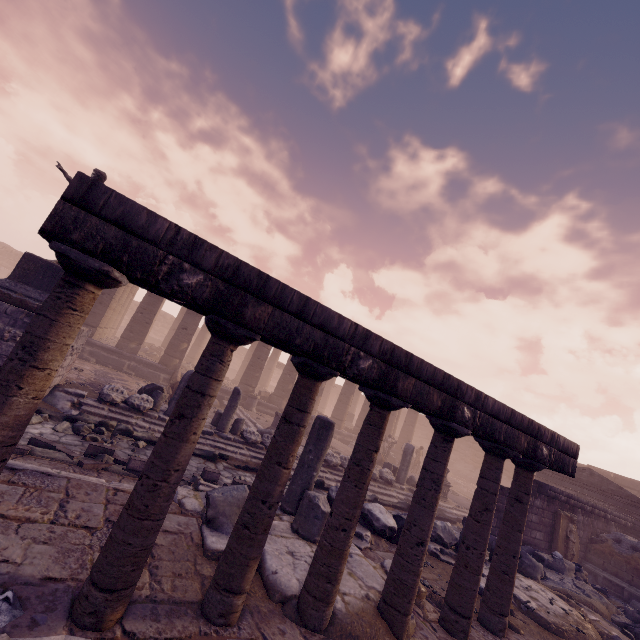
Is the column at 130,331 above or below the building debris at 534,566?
above

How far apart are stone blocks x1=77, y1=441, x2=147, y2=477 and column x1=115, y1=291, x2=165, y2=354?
11.2m

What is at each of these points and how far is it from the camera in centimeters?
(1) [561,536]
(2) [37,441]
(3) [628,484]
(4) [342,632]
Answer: (1) relief sculpture, 1109cm
(2) stone blocks, 575cm
(3) wall arch, 2014cm
(4) building debris, 337cm

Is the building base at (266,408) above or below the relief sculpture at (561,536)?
below

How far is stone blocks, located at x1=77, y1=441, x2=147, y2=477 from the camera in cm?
556

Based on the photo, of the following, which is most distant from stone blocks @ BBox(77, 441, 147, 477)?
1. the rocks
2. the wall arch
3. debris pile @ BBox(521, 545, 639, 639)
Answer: the wall arch

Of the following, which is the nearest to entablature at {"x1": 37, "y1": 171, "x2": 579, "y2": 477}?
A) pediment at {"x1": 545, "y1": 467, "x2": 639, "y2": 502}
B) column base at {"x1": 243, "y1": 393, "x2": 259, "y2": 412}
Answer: pediment at {"x1": 545, "y1": 467, "x2": 639, "y2": 502}

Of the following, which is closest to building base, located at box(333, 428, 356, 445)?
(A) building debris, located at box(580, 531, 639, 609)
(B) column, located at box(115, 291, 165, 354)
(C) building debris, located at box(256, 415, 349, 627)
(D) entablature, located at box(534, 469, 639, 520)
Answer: (B) column, located at box(115, 291, 165, 354)
